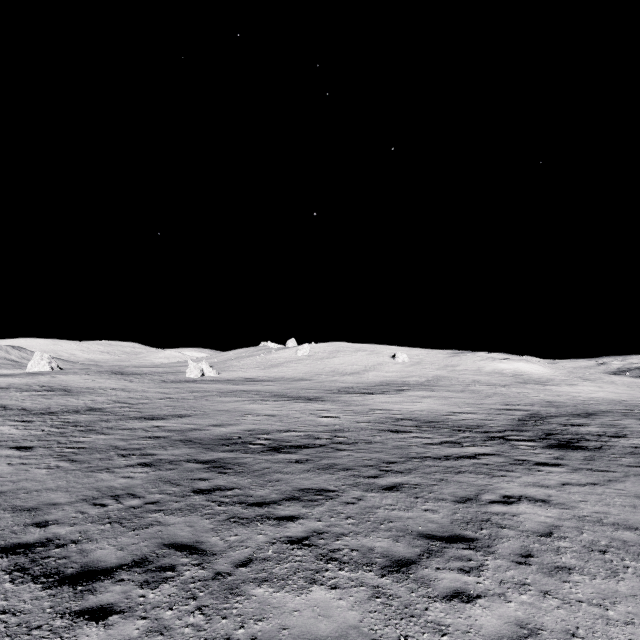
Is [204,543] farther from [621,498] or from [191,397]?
[191,397]
